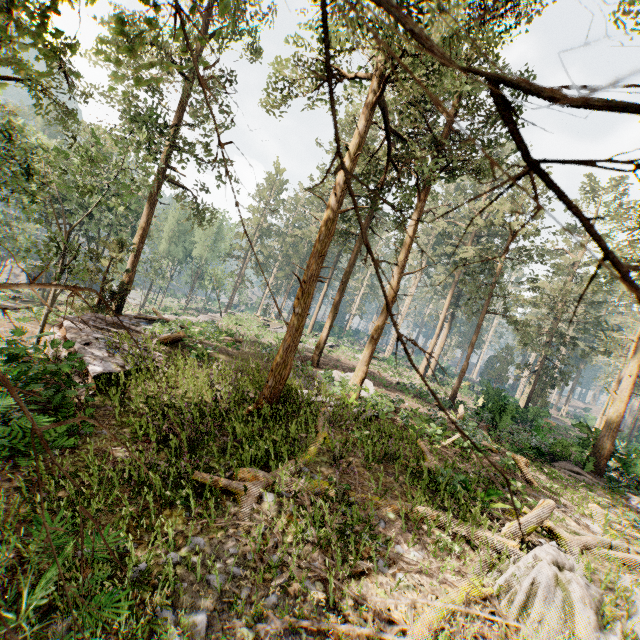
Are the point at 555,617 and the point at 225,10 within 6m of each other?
no

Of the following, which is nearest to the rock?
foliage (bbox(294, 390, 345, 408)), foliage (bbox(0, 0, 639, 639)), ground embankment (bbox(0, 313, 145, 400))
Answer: foliage (bbox(0, 0, 639, 639))

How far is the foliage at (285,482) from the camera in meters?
6.8 m

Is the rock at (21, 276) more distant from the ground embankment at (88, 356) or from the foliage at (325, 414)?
the ground embankment at (88, 356)

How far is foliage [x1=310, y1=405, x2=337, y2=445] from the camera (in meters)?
10.18
